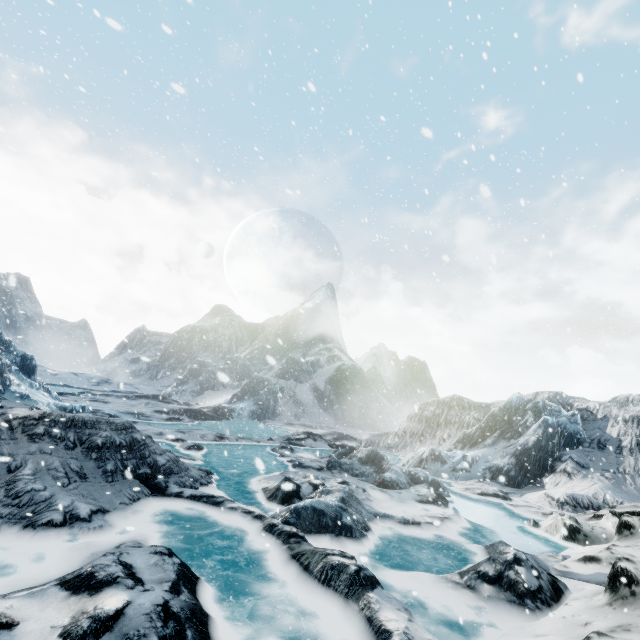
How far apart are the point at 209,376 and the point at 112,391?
14.0 meters
